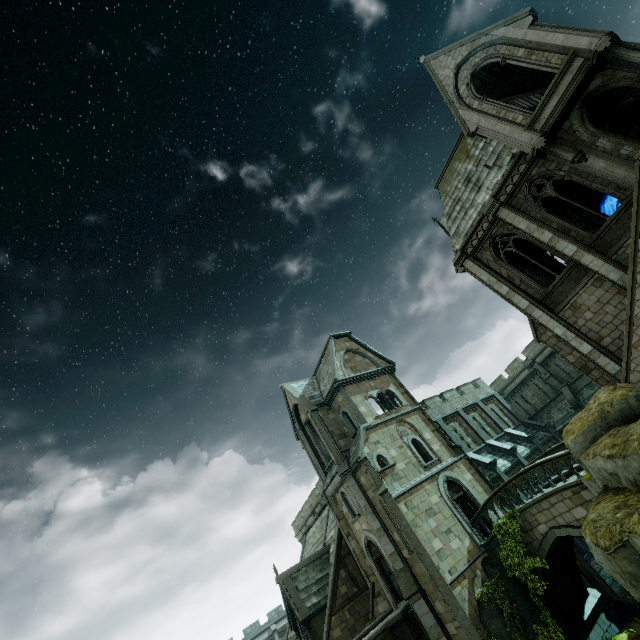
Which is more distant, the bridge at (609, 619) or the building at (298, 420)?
the building at (298, 420)

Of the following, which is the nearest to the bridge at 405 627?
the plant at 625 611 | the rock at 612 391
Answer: the plant at 625 611

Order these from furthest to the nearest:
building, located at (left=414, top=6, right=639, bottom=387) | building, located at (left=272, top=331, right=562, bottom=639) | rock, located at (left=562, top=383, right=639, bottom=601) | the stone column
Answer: the stone column < building, located at (left=272, top=331, right=562, bottom=639) < building, located at (left=414, top=6, right=639, bottom=387) < rock, located at (left=562, top=383, right=639, bottom=601)

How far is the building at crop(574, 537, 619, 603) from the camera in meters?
19.5

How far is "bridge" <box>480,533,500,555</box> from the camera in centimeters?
1762cm

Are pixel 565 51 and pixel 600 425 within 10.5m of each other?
no

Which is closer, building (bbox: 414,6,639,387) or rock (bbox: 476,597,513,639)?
building (bbox: 414,6,639,387)

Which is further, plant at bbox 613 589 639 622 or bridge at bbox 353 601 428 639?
plant at bbox 613 589 639 622
